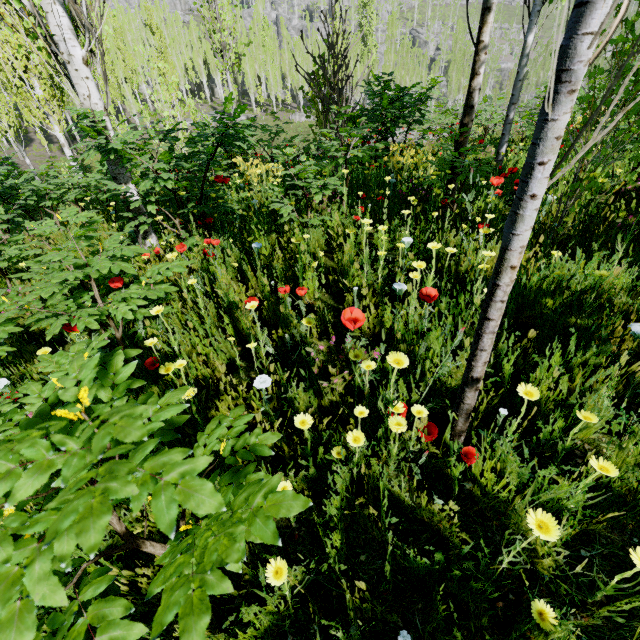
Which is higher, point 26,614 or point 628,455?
point 26,614

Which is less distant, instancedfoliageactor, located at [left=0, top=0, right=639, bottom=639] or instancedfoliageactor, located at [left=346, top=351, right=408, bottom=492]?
instancedfoliageactor, located at [left=0, top=0, right=639, bottom=639]

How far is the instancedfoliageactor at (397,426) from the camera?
1.4m

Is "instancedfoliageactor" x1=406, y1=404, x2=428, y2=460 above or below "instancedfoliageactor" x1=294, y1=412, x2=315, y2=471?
above

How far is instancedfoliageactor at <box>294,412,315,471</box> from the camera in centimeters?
153cm
